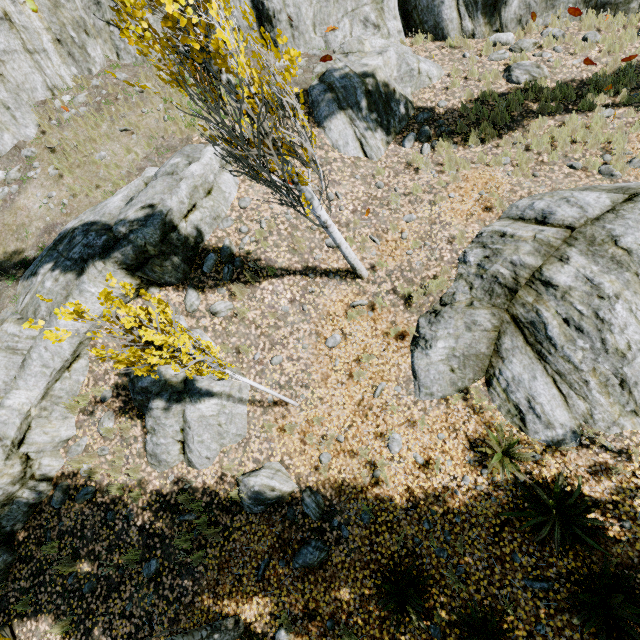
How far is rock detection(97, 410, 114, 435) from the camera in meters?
7.6 m

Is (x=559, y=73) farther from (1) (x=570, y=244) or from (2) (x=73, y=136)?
(2) (x=73, y=136)

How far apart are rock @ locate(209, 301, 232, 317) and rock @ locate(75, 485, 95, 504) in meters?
4.7

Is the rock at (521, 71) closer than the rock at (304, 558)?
No

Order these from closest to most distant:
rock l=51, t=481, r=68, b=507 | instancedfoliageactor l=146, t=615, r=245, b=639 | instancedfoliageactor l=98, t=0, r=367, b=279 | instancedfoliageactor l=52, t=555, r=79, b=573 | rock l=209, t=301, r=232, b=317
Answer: instancedfoliageactor l=98, t=0, r=367, b=279 < instancedfoliageactor l=146, t=615, r=245, b=639 < instancedfoliageactor l=52, t=555, r=79, b=573 < rock l=51, t=481, r=68, b=507 < rock l=209, t=301, r=232, b=317

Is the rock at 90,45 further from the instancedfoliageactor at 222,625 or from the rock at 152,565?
the rock at 152,565

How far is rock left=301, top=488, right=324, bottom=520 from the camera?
6.2 meters

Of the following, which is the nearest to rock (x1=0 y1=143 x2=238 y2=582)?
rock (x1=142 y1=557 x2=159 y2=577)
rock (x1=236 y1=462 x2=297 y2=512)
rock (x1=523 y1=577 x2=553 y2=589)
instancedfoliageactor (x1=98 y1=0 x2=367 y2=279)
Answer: instancedfoliageactor (x1=98 y1=0 x2=367 y2=279)
